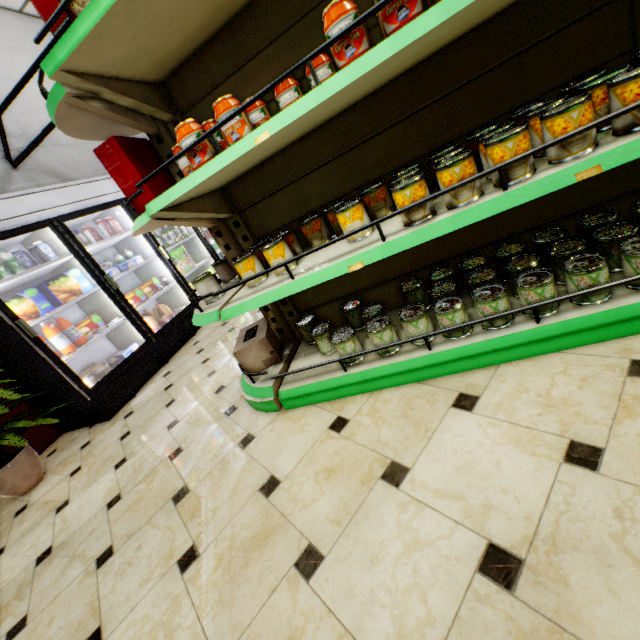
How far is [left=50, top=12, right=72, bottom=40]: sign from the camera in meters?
1.6 m

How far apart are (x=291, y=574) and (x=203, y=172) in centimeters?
157cm

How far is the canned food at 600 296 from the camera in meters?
1.3 m

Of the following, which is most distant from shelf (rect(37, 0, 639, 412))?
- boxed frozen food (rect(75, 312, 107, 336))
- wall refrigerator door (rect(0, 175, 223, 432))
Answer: boxed frozen food (rect(75, 312, 107, 336))

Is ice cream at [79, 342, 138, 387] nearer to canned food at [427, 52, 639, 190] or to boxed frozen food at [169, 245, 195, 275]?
boxed frozen food at [169, 245, 195, 275]

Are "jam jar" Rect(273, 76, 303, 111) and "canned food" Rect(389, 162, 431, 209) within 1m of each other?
yes

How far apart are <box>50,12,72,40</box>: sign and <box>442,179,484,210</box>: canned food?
1.6 meters

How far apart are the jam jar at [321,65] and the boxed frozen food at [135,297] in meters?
3.4
